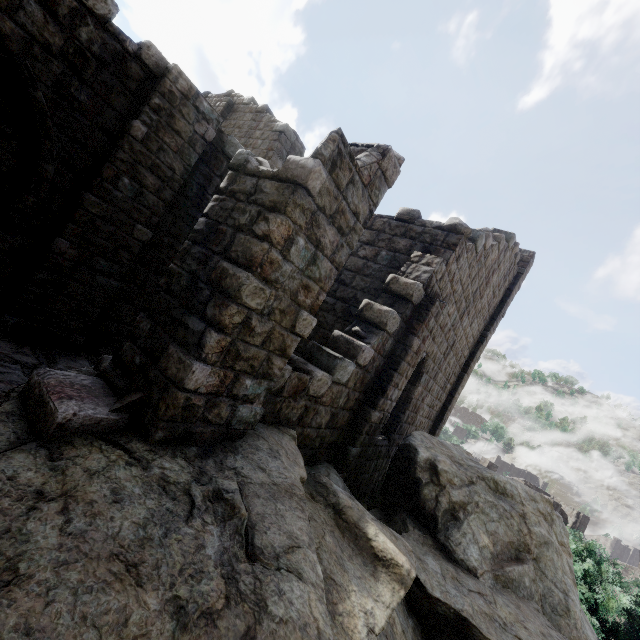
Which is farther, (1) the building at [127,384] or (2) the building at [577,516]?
(2) the building at [577,516]

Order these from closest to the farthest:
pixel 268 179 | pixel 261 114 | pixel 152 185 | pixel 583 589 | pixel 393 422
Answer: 1. pixel 268 179
2. pixel 152 185
3. pixel 393 422
4. pixel 261 114
5. pixel 583 589

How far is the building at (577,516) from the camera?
37.22m

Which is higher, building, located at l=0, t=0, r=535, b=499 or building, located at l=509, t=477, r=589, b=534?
building, located at l=0, t=0, r=535, b=499

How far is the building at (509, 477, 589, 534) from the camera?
37.2m

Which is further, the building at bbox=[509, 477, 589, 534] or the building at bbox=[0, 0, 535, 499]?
the building at bbox=[509, 477, 589, 534]
